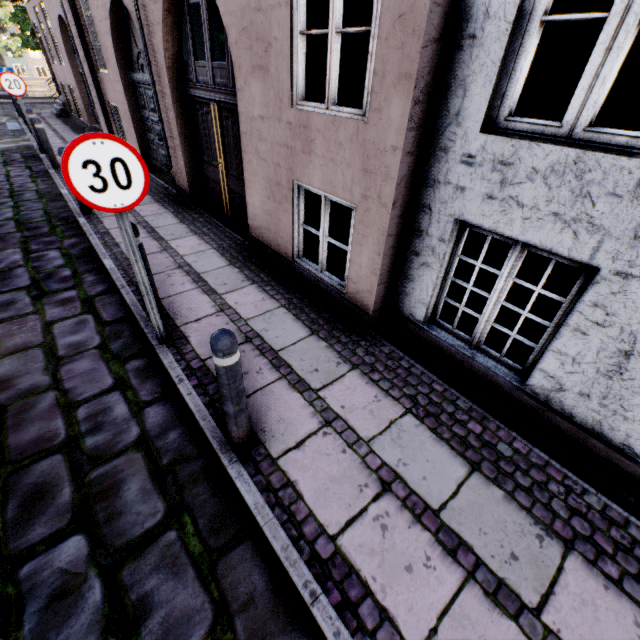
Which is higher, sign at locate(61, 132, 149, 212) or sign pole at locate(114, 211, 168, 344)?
sign at locate(61, 132, 149, 212)

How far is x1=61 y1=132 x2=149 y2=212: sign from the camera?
2.17m

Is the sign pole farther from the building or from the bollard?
the building

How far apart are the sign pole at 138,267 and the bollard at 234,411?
1.4 meters

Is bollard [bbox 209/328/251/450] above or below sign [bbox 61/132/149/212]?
below

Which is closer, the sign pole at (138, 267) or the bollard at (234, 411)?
the bollard at (234, 411)

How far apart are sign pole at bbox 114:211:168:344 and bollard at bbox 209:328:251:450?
1.4m

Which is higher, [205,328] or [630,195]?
[630,195]
